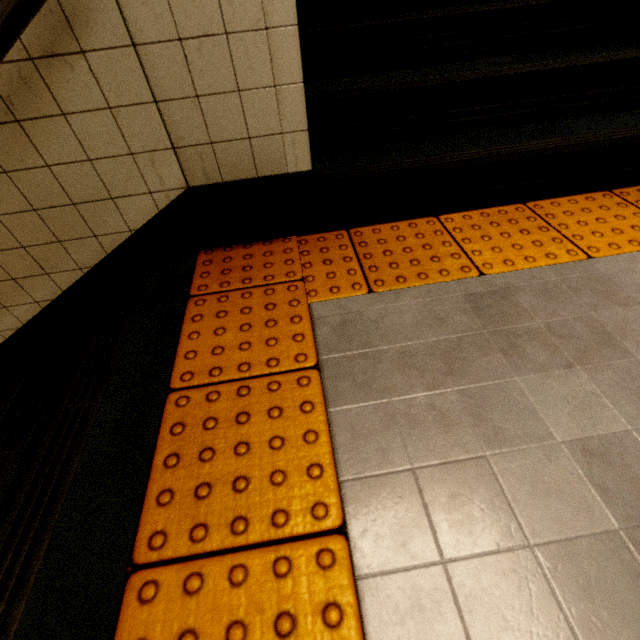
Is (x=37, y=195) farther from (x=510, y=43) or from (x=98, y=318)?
(x=510, y=43)

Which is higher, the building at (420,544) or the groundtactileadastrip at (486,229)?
the groundtactileadastrip at (486,229)

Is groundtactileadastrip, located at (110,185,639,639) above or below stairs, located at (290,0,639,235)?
below

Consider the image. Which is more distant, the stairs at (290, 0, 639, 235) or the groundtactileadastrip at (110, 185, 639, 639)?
the stairs at (290, 0, 639, 235)

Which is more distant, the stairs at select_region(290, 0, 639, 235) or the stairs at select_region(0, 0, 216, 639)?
the stairs at select_region(290, 0, 639, 235)

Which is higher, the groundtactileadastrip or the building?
the groundtactileadastrip

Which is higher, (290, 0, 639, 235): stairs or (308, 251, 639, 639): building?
(290, 0, 639, 235): stairs

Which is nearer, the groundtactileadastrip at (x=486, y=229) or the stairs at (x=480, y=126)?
the groundtactileadastrip at (x=486, y=229)
